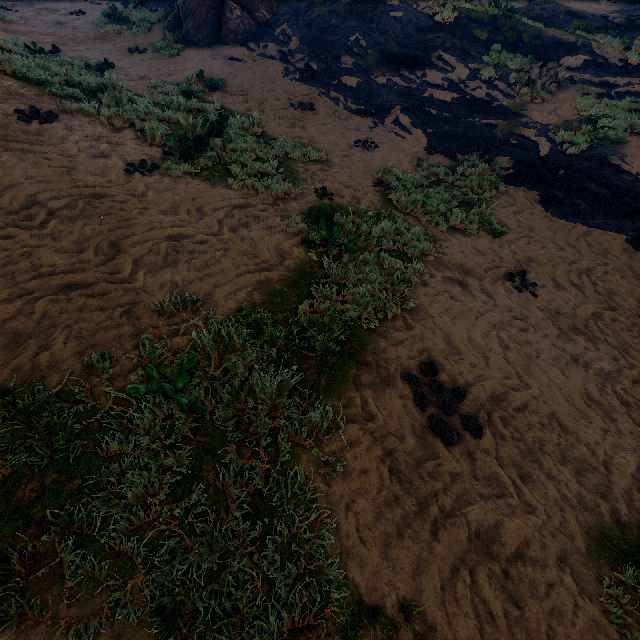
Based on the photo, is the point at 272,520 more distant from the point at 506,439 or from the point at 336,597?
the point at 506,439

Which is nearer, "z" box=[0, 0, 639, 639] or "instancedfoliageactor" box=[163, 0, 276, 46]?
"z" box=[0, 0, 639, 639]

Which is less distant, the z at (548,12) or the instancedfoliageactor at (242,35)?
the z at (548,12)
